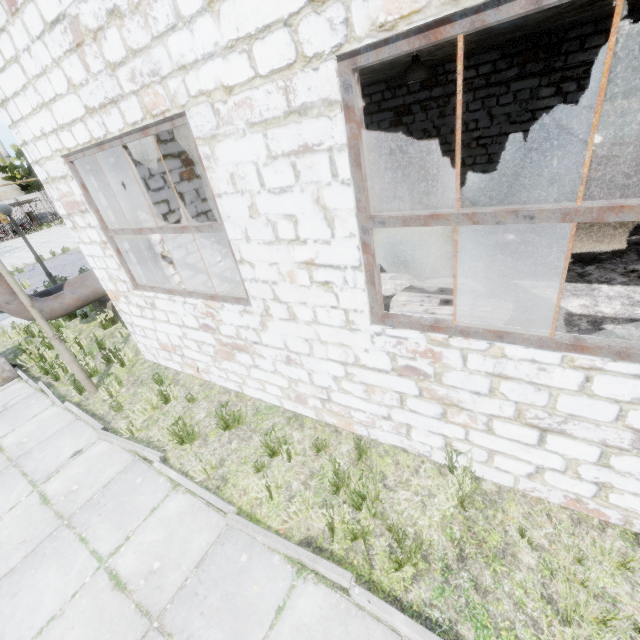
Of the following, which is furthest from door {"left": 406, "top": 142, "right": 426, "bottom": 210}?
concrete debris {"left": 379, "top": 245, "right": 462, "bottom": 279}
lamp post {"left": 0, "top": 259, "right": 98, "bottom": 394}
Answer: lamp post {"left": 0, "top": 259, "right": 98, "bottom": 394}

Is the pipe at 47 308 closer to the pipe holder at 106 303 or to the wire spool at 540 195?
the pipe holder at 106 303

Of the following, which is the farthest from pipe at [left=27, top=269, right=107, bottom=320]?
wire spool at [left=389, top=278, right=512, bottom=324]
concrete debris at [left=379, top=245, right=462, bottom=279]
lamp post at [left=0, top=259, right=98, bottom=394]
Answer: wire spool at [left=389, top=278, right=512, bottom=324]

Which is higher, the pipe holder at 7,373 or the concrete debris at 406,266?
the concrete debris at 406,266

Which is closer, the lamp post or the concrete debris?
the lamp post

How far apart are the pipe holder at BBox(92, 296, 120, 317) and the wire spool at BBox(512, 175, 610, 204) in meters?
9.9

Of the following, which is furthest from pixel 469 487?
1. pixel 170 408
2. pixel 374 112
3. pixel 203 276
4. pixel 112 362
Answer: pixel 374 112
